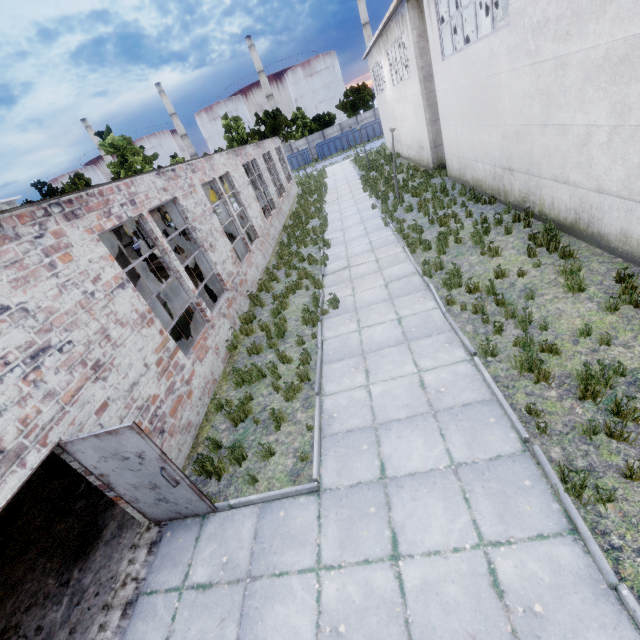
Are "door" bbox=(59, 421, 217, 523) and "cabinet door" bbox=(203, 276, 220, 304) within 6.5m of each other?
no

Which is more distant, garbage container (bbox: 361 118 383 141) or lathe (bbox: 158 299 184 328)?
garbage container (bbox: 361 118 383 141)

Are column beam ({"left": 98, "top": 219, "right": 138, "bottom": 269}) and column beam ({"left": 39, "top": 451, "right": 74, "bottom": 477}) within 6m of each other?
yes

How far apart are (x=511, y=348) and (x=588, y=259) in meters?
3.4 m

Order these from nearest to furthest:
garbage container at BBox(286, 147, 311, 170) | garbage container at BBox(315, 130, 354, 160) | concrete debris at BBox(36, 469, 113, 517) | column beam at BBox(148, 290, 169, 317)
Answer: concrete debris at BBox(36, 469, 113, 517) → column beam at BBox(148, 290, 169, 317) → garbage container at BBox(315, 130, 354, 160) → garbage container at BBox(286, 147, 311, 170)

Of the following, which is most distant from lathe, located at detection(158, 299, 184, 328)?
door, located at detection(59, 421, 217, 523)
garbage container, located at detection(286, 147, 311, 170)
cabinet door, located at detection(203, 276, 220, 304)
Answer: Answer: garbage container, located at detection(286, 147, 311, 170)

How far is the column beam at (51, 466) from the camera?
6.97m

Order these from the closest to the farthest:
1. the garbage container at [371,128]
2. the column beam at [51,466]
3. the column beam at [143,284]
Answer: the column beam at [51,466]
the column beam at [143,284]
the garbage container at [371,128]
